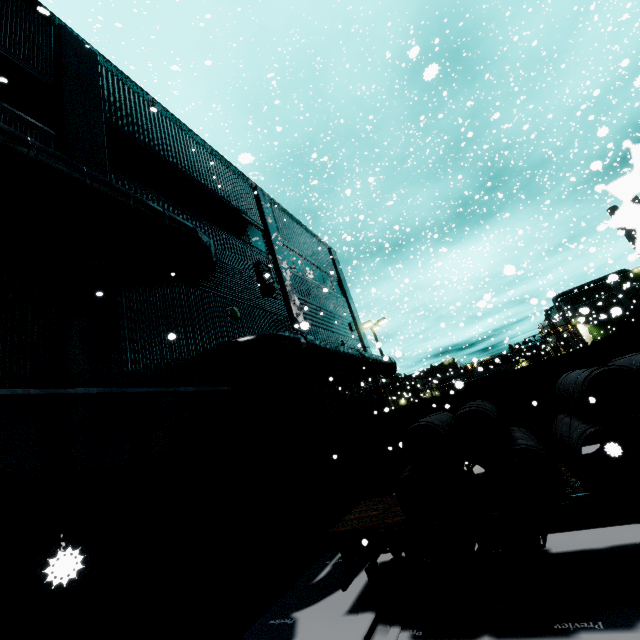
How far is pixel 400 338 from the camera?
36.7m

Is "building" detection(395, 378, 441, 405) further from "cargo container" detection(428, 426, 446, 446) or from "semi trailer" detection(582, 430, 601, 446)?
"cargo container" detection(428, 426, 446, 446)

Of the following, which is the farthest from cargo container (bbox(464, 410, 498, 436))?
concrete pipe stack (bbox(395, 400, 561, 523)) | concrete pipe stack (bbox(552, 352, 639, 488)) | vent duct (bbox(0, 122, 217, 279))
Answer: vent duct (bbox(0, 122, 217, 279))

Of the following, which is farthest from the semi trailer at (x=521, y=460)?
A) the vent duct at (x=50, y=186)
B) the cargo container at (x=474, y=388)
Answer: A: the vent duct at (x=50, y=186)

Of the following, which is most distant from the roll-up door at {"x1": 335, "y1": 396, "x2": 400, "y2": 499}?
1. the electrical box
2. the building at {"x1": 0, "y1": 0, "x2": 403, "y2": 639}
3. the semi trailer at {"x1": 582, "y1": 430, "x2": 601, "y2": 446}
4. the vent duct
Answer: the electrical box

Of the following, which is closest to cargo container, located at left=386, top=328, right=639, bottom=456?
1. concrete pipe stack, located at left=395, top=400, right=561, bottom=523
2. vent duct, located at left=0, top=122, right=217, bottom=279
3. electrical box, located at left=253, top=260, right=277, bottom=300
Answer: concrete pipe stack, located at left=395, top=400, right=561, bottom=523

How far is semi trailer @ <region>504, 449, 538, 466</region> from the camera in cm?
1005

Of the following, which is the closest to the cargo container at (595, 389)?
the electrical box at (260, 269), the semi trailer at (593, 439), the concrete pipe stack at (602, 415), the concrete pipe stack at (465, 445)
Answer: → the semi trailer at (593, 439)
